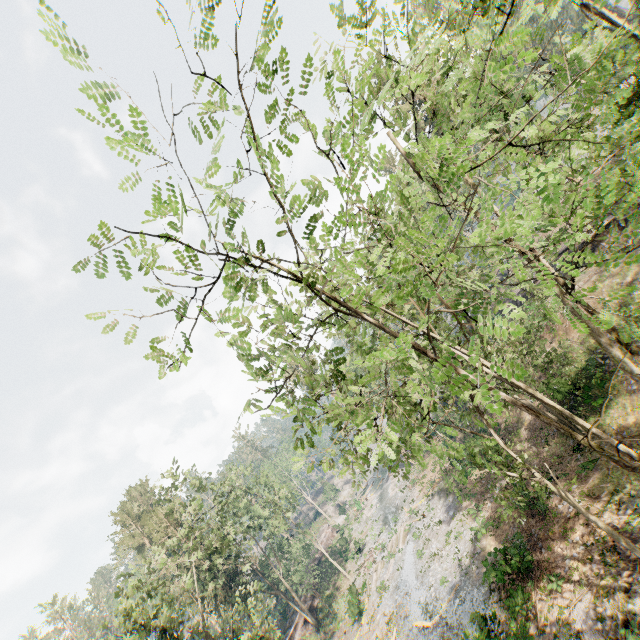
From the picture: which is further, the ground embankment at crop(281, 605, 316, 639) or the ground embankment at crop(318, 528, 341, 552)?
the ground embankment at crop(318, 528, 341, 552)

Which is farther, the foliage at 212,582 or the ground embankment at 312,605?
the ground embankment at 312,605

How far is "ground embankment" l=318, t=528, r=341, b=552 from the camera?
55.58m

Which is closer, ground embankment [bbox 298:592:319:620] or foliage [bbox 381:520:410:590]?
foliage [bbox 381:520:410:590]

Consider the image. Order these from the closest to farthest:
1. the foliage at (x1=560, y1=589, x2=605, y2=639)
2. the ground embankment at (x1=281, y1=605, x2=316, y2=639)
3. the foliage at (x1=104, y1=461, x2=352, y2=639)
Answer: the foliage at (x1=560, y1=589, x2=605, y2=639)
the foliage at (x1=104, y1=461, x2=352, y2=639)
the ground embankment at (x1=281, y1=605, x2=316, y2=639)

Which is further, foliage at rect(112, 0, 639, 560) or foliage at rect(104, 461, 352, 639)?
foliage at rect(104, 461, 352, 639)

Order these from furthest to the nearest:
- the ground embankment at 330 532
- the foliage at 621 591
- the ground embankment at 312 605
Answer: the ground embankment at 330 532 → the ground embankment at 312 605 → the foliage at 621 591

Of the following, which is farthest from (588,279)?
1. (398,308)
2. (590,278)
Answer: (398,308)
